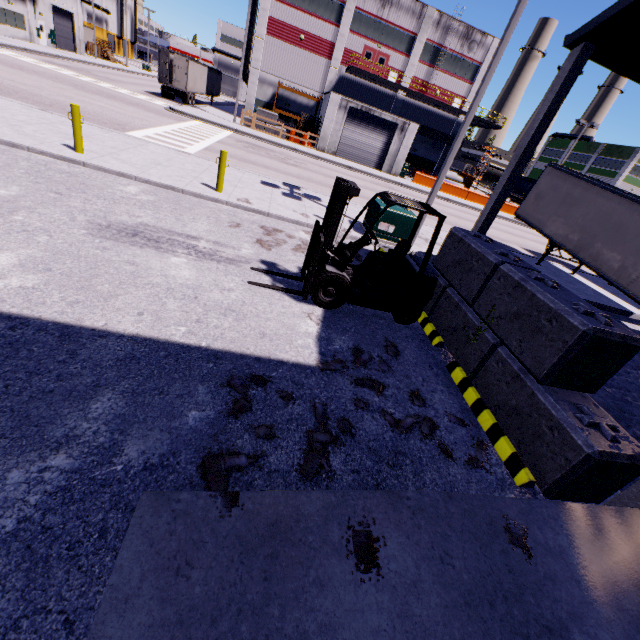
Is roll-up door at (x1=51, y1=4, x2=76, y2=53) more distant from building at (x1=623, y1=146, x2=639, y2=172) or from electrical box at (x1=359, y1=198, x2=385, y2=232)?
electrical box at (x1=359, y1=198, x2=385, y2=232)

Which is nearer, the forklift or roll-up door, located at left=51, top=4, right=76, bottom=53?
the forklift

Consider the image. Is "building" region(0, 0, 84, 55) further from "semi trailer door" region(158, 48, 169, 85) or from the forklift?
"semi trailer door" region(158, 48, 169, 85)

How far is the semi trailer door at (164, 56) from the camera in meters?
29.4 m

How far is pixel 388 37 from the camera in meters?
33.4

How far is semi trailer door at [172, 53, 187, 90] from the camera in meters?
29.9

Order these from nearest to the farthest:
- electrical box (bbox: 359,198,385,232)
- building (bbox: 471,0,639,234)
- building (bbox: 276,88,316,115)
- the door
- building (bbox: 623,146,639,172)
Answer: building (bbox: 471,0,639,234)
electrical box (bbox: 359,198,385,232)
the door
building (bbox: 276,88,316,115)
building (bbox: 623,146,639,172)

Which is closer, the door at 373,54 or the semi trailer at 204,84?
the semi trailer at 204,84
